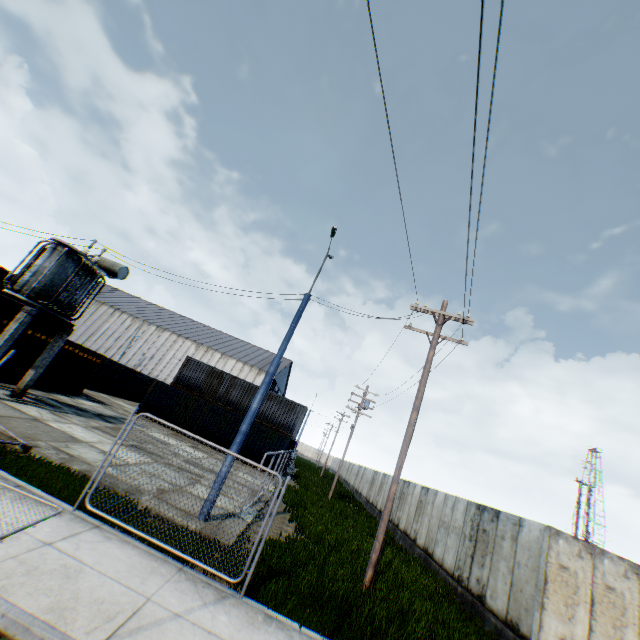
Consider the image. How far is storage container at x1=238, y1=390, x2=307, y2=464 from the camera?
24.8 meters

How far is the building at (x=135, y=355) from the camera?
53.53m

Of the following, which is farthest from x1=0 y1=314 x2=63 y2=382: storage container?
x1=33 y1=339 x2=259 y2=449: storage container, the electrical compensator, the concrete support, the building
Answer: the building

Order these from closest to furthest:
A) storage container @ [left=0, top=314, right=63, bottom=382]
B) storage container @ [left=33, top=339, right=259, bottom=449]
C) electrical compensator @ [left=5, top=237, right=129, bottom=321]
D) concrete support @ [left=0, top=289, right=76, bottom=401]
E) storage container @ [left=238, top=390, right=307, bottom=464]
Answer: concrete support @ [left=0, top=289, right=76, bottom=401] < electrical compensator @ [left=5, top=237, right=129, bottom=321] < storage container @ [left=0, top=314, right=63, bottom=382] < storage container @ [left=33, top=339, right=259, bottom=449] < storage container @ [left=238, top=390, right=307, bottom=464]

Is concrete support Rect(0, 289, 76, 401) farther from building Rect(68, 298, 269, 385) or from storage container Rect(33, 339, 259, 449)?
building Rect(68, 298, 269, 385)

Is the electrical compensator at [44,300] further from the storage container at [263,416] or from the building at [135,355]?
the building at [135,355]

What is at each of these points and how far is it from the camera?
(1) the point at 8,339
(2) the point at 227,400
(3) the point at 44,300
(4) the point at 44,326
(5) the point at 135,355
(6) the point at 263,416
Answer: (1) concrete support, 12.13m
(2) storage container, 28.59m
(3) electrical compensator, 13.54m
(4) storage container, 39.59m
(5) building, 53.97m
(6) storage container, 28.17m

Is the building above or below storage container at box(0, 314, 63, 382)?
above
